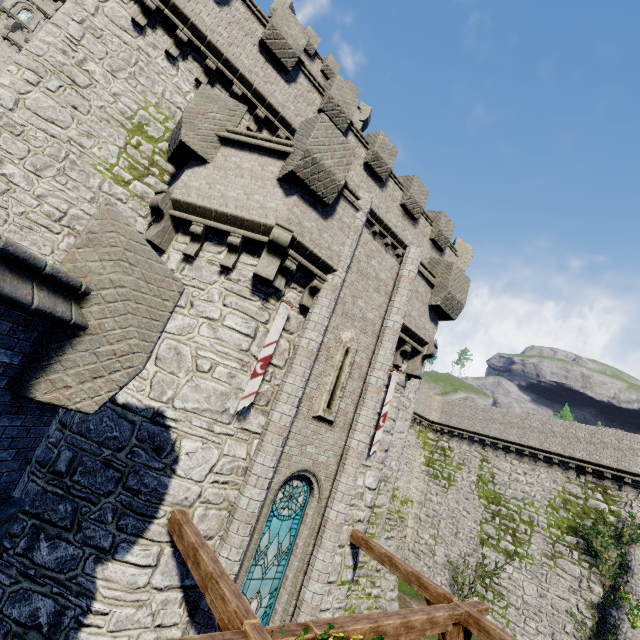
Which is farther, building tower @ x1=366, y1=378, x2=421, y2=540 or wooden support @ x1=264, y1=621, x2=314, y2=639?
building tower @ x1=366, y1=378, x2=421, y2=540

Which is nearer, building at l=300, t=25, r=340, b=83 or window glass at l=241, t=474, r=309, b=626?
window glass at l=241, t=474, r=309, b=626

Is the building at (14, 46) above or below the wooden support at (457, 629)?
above

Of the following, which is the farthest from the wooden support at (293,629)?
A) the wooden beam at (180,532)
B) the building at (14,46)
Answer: the building at (14,46)

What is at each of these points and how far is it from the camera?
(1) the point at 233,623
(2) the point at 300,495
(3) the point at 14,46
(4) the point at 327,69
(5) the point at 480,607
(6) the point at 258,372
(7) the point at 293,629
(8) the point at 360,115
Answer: (1) wooden support, 4.22m
(2) window glass, 8.88m
(3) building, 50.69m
(4) building, 27.16m
(5) wooden support, 7.58m
(6) flag, 7.62m
(7) wooden support, 4.38m
(8) building, 30.19m

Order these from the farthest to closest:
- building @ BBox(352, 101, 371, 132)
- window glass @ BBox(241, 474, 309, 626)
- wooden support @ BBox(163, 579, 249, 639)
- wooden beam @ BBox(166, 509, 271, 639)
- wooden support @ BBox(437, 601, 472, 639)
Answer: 1. building @ BBox(352, 101, 371, 132)
2. window glass @ BBox(241, 474, 309, 626)
3. wooden support @ BBox(437, 601, 472, 639)
4. wooden beam @ BBox(166, 509, 271, 639)
5. wooden support @ BBox(163, 579, 249, 639)

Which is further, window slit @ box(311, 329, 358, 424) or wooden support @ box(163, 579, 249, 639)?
window slit @ box(311, 329, 358, 424)

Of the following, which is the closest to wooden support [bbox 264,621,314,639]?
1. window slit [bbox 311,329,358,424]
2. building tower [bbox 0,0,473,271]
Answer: window slit [bbox 311,329,358,424]
